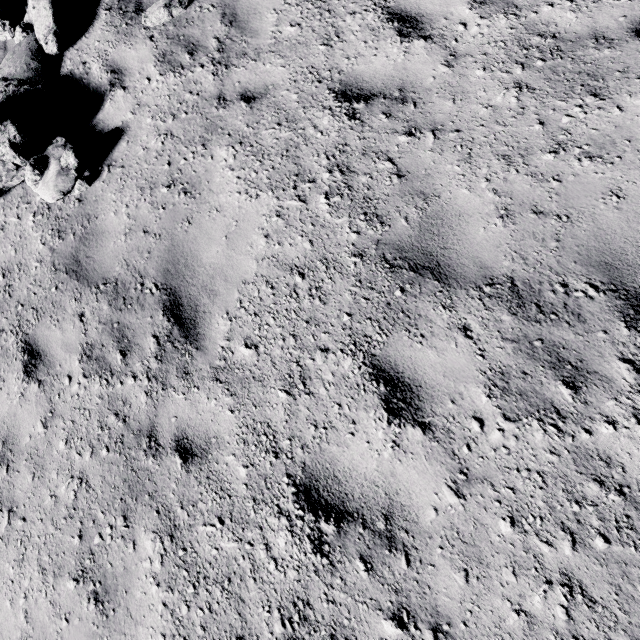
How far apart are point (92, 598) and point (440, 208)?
4.7m
